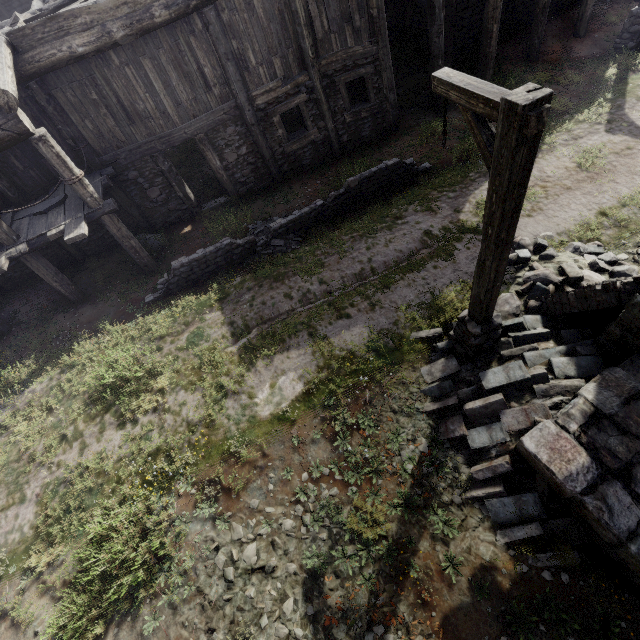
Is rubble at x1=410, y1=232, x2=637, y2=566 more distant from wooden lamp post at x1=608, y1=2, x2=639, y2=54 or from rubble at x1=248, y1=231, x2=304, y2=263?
wooden lamp post at x1=608, y1=2, x2=639, y2=54

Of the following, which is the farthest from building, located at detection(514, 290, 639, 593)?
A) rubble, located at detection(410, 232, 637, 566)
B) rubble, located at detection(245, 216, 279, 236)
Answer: rubble, located at detection(245, 216, 279, 236)

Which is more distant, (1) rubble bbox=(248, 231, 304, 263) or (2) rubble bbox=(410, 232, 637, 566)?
(1) rubble bbox=(248, 231, 304, 263)

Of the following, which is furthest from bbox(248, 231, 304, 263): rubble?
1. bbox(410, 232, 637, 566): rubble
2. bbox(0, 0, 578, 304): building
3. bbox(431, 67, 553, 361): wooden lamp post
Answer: bbox(431, 67, 553, 361): wooden lamp post

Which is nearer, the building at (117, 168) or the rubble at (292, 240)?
the building at (117, 168)

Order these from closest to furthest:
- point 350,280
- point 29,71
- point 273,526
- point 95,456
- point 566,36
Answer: point 273,526 → point 95,456 → point 29,71 → point 350,280 → point 566,36

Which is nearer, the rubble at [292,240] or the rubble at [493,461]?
the rubble at [493,461]

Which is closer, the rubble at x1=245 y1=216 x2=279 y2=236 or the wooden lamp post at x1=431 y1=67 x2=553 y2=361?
the wooden lamp post at x1=431 y1=67 x2=553 y2=361
